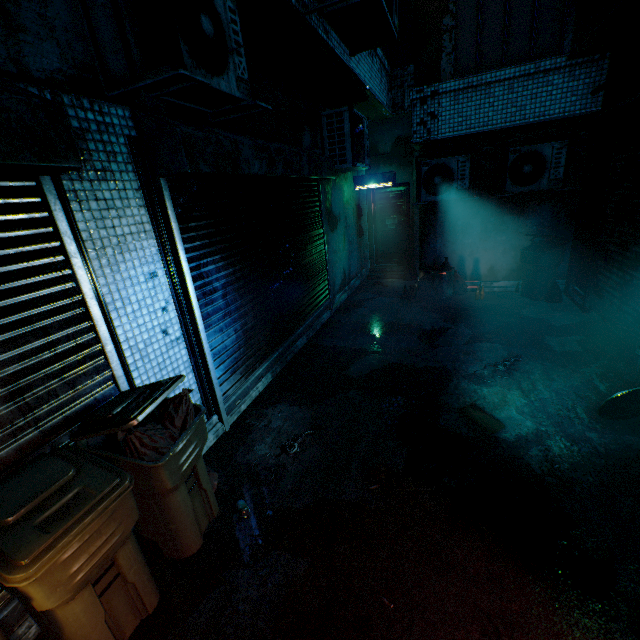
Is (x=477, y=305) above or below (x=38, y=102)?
below

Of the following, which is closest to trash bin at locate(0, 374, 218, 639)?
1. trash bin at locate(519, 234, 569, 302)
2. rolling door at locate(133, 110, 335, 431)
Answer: rolling door at locate(133, 110, 335, 431)

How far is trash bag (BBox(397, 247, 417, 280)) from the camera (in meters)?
8.12

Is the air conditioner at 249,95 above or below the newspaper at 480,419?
above

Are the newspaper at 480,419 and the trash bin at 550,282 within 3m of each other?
no

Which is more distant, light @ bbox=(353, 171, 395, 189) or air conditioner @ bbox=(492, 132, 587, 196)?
light @ bbox=(353, 171, 395, 189)

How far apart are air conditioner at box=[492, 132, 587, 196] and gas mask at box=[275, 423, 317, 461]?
4.7m

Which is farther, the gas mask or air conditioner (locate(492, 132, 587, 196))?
air conditioner (locate(492, 132, 587, 196))
